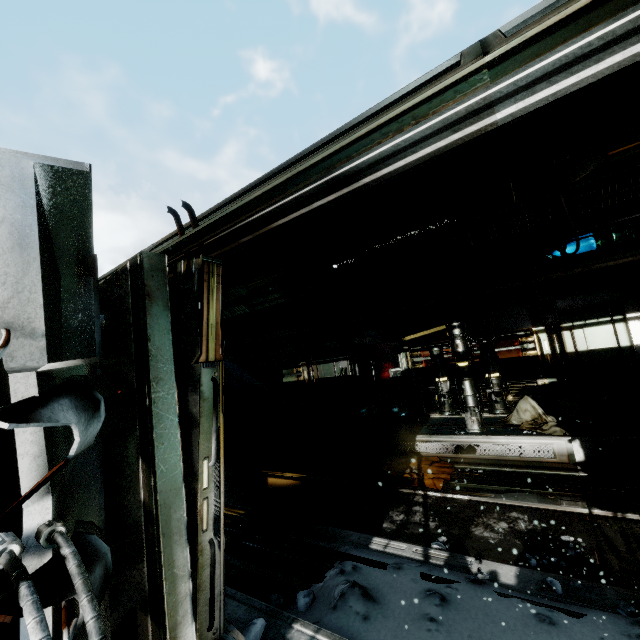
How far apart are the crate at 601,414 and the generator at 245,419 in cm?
832

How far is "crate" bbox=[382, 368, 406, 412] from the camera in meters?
10.4 m

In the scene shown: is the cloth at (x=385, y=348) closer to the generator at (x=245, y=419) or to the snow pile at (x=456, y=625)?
the generator at (x=245, y=419)

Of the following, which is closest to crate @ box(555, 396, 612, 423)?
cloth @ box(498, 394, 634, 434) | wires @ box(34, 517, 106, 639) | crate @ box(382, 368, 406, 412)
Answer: cloth @ box(498, 394, 634, 434)

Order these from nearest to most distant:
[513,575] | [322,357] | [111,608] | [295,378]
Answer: [111,608], [513,575], [322,357], [295,378]

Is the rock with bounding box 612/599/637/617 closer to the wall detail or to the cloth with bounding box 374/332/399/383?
the wall detail

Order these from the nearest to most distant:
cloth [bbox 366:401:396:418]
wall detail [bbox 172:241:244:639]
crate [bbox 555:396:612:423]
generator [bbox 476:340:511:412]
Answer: wall detail [bbox 172:241:244:639] < crate [bbox 555:396:612:423] < generator [bbox 476:340:511:412] < cloth [bbox 366:401:396:418]

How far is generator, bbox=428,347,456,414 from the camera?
7.28m
